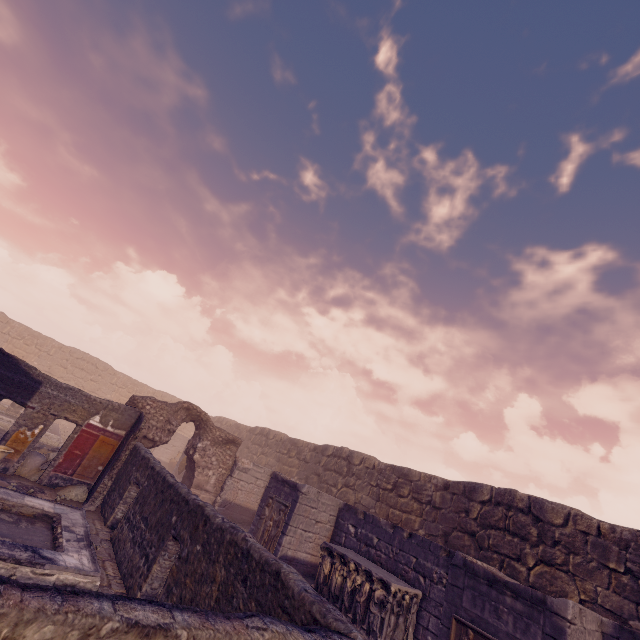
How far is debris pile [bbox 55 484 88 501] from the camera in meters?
9.4 m

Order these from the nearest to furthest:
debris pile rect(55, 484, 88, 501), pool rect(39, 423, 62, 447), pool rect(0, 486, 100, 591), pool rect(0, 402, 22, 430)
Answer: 1. pool rect(0, 486, 100, 591)
2. debris pile rect(55, 484, 88, 501)
3. pool rect(0, 402, 22, 430)
4. pool rect(39, 423, 62, 447)

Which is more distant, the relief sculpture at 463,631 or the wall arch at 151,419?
the wall arch at 151,419

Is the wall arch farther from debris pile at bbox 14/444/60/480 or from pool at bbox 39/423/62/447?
pool at bbox 39/423/62/447

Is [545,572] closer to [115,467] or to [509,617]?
[509,617]

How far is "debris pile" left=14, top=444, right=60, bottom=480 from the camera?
9.46m

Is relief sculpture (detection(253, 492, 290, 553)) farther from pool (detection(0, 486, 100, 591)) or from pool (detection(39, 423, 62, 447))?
pool (detection(39, 423, 62, 447))

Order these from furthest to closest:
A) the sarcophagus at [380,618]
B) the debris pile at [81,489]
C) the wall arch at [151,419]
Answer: the wall arch at [151,419] < the debris pile at [81,489] < the sarcophagus at [380,618]
